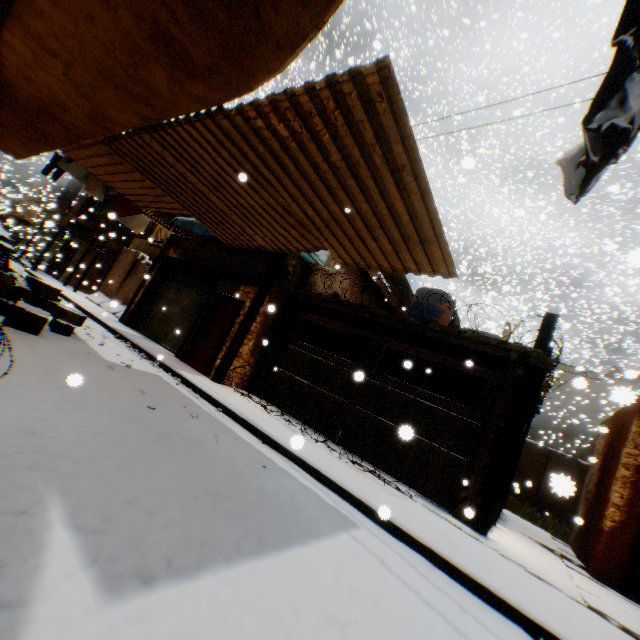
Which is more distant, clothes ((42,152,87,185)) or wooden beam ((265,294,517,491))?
clothes ((42,152,87,185))

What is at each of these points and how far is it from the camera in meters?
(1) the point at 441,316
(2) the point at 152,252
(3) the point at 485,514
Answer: (1) water tank, 12.1 m
(2) balcony, 17.6 m
(3) wooden beam, 5.9 m

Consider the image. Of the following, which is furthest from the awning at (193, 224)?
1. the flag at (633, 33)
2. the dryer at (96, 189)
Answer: the flag at (633, 33)

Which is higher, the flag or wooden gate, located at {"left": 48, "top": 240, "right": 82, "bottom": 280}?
the flag

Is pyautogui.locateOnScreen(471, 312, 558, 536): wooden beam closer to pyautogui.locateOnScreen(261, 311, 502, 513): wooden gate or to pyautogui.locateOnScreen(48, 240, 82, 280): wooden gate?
pyautogui.locateOnScreen(261, 311, 502, 513): wooden gate

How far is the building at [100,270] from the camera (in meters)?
21.31

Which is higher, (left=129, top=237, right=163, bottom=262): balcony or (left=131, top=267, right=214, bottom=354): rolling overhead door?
(left=129, top=237, right=163, bottom=262): balcony

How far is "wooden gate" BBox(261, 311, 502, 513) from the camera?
6.7 meters
